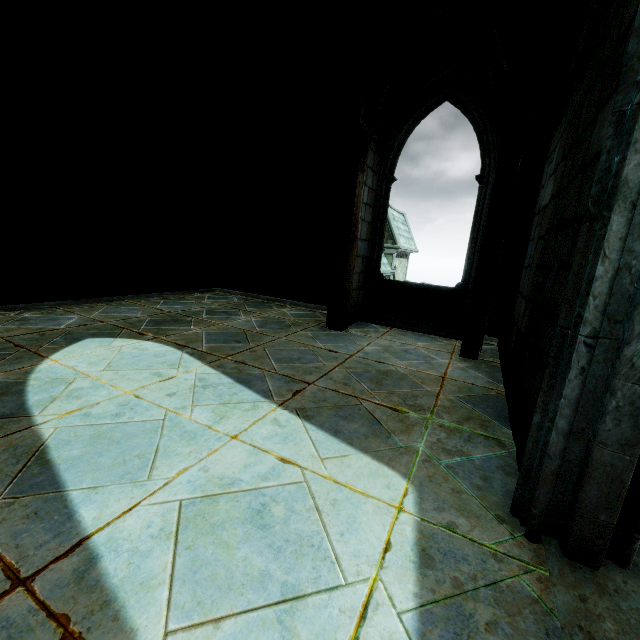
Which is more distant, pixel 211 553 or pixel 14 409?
pixel 14 409
